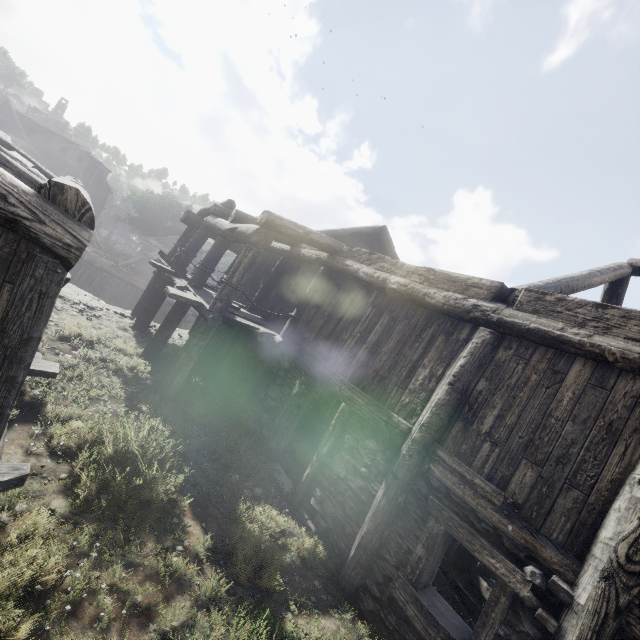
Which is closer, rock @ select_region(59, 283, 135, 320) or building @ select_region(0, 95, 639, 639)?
building @ select_region(0, 95, 639, 639)

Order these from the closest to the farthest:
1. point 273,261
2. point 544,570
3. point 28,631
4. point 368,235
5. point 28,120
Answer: point 28,631, point 544,570, point 273,261, point 368,235, point 28,120

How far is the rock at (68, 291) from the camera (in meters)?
11.37

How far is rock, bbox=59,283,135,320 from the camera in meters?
11.4

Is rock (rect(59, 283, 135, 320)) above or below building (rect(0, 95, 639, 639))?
below

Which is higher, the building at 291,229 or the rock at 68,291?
the building at 291,229
